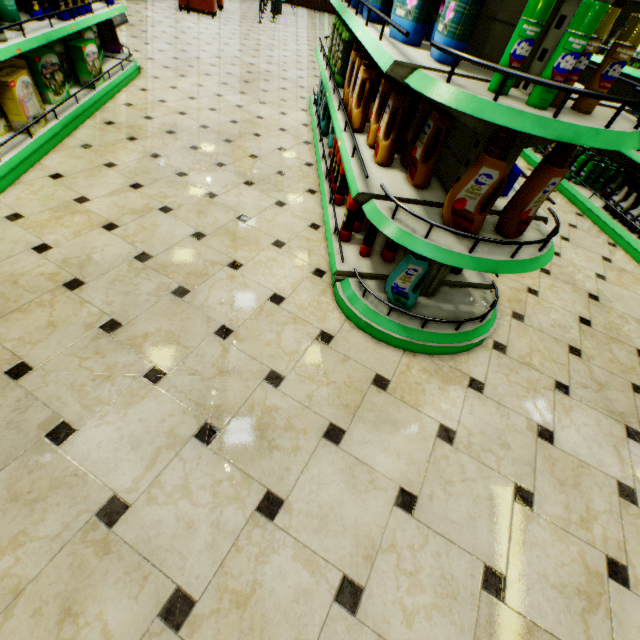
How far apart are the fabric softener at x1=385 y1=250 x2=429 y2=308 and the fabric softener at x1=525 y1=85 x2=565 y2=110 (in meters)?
0.76

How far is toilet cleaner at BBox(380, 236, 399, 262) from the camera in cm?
Answer: 232

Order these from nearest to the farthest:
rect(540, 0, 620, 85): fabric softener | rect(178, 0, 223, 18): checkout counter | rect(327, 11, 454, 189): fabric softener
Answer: rect(540, 0, 620, 85): fabric softener
rect(327, 11, 454, 189): fabric softener
rect(178, 0, 223, 18): checkout counter

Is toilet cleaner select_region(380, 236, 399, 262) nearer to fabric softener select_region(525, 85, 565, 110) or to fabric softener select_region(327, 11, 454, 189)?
fabric softener select_region(327, 11, 454, 189)

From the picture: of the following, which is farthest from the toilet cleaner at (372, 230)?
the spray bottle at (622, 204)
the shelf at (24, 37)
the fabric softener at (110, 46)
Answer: the fabric softener at (110, 46)

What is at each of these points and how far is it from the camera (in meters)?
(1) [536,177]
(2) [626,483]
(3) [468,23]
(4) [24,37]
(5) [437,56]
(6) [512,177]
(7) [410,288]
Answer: (1) fabric softener, 1.53
(2) building, 1.74
(3) fabric softener, 1.39
(4) shelf, 2.59
(5) fabric softener, 1.52
(6) spray bottle, 2.03
(7) fabric softener, 2.00

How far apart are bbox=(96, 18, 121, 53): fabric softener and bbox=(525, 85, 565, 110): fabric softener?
5.7m

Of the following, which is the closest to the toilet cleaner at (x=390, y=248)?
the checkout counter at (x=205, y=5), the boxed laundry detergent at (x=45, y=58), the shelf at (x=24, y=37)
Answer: the shelf at (x=24, y=37)
